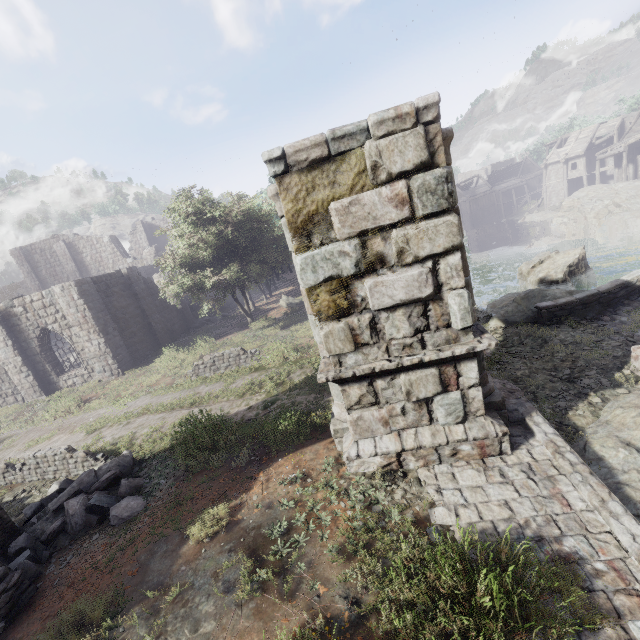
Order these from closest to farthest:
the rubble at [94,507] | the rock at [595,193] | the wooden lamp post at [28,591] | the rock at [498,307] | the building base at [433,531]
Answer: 1. the building base at [433,531]
2. the wooden lamp post at [28,591]
3. the rubble at [94,507]
4. the rock at [498,307]
5. the rock at [595,193]

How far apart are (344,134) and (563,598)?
6.4m

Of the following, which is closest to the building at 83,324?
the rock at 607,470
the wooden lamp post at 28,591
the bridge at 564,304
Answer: the wooden lamp post at 28,591

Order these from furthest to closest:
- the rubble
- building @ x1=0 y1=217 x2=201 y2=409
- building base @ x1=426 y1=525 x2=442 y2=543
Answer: building @ x1=0 y1=217 x2=201 y2=409 < the rubble < building base @ x1=426 y1=525 x2=442 y2=543

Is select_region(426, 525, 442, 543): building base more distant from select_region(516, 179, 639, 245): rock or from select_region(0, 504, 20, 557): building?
select_region(516, 179, 639, 245): rock

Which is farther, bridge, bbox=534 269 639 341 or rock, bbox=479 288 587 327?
rock, bbox=479 288 587 327

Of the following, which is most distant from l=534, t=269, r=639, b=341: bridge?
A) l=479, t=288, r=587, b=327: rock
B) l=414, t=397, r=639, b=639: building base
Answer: l=414, t=397, r=639, b=639: building base

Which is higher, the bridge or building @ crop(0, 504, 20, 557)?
building @ crop(0, 504, 20, 557)
